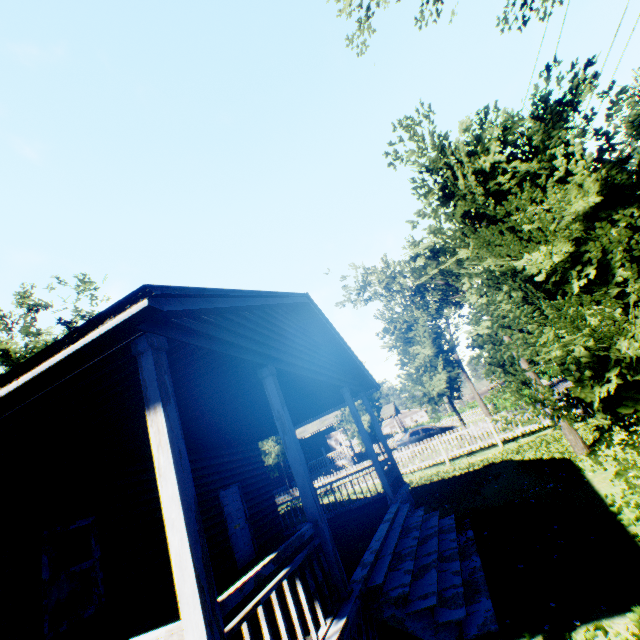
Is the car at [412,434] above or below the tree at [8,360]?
below

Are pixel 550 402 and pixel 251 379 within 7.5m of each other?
yes

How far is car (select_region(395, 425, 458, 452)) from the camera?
23.25m

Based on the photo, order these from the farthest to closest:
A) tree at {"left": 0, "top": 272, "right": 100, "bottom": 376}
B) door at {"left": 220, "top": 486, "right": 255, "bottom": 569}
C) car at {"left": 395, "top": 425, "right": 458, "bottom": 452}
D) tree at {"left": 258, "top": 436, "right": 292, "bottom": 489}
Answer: car at {"left": 395, "top": 425, "right": 458, "bottom": 452}
tree at {"left": 258, "top": 436, "right": 292, "bottom": 489}
tree at {"left": 0, "top": 272, "right": 100, "bottom": 376}
door at {"left": 220, "top": 486, "right": 255, "bottom": 569}

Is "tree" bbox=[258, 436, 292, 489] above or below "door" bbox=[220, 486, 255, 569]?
above

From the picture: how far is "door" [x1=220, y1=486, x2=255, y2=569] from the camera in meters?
9.7

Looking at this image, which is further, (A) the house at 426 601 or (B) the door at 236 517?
(B) the door at 236 517

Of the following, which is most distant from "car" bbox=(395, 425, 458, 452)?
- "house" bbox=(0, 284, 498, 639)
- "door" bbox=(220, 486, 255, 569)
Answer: "door" bbox=(220, 486, 255, 569)
